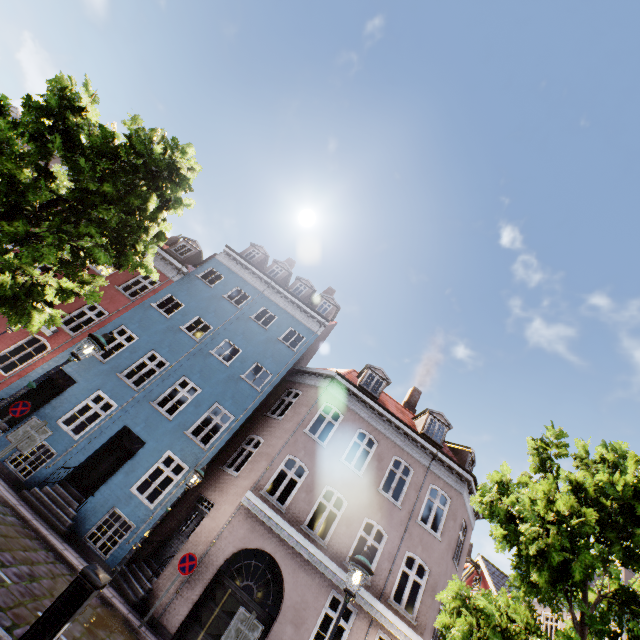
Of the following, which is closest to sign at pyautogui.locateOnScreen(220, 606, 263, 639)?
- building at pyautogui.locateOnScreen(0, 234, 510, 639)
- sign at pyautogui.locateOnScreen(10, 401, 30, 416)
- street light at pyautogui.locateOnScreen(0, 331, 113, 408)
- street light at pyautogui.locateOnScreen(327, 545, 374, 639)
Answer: street light at pyautogui.locateOnScreen(327, 545, 374, 639)

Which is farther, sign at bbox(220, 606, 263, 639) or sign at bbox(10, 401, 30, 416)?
sign at bbox(10, 401, 30, 416)

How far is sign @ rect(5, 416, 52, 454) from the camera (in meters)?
5.65

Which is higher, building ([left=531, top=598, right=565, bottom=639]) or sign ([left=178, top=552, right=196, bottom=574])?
building ([left=531, top=598, right=565, bottom=639])

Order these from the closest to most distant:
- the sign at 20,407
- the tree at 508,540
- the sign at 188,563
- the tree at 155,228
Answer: the tree at 508,540, the tree at 155,228, the sign at 188,563, the sign at 20,407

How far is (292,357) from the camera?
17.2 meters

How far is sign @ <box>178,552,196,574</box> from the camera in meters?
9.6

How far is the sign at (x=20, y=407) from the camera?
10.6m
